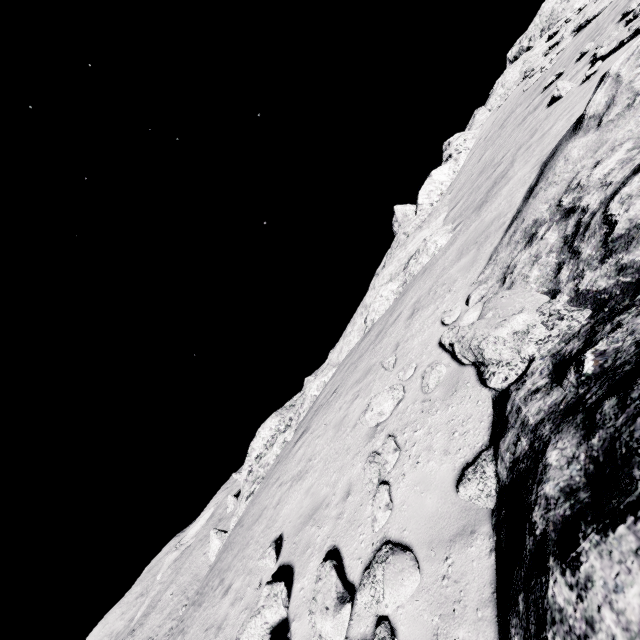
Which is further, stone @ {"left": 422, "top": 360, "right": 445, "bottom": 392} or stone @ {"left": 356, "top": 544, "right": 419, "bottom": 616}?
stone @ {"left": 422, "top": 360, "right": 445, "bottom": 392}

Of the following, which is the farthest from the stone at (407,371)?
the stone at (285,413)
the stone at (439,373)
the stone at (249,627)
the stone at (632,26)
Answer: the stone at (632,26)

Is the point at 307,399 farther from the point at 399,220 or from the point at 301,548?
the point at 399,220

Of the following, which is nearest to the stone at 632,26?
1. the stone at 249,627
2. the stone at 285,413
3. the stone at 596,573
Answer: the stone at 596,573

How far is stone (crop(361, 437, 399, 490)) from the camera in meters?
→ 5.7 m

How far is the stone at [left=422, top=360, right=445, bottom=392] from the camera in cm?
621

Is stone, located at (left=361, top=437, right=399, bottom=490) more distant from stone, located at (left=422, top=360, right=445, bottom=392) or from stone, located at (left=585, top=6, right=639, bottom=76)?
stone, located at (left=585, top=6, right=639, bottom=76)
